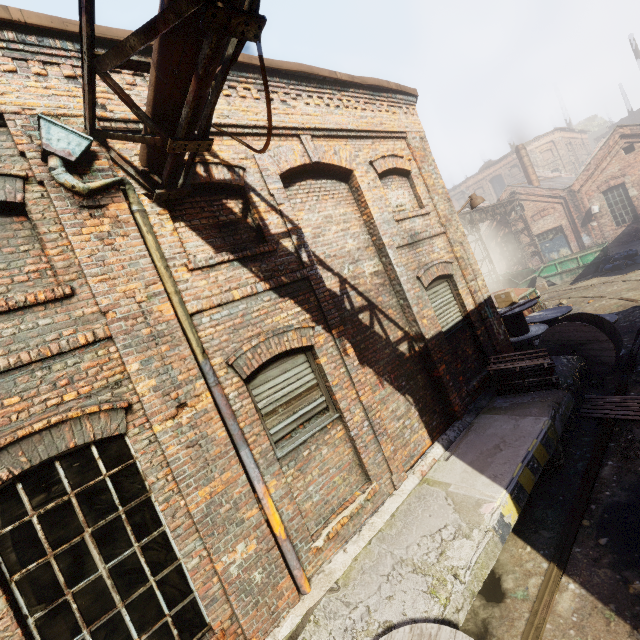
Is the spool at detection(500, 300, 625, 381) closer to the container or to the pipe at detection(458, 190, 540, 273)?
the pipe at detection(458, 190, 540, 273)

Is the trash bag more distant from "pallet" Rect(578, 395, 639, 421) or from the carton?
"pallet" Rect(578, 395, 639, 421)

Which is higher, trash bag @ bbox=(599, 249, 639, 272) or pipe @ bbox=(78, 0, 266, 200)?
pipe @ bbox=(78, 0, 266, 200)

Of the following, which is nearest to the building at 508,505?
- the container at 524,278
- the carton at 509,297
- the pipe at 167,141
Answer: the carton at 509,297

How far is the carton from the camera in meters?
10.4

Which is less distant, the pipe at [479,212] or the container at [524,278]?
the container at [524,278]

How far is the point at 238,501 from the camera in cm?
384

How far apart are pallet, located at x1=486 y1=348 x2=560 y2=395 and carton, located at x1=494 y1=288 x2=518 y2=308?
3.5m
